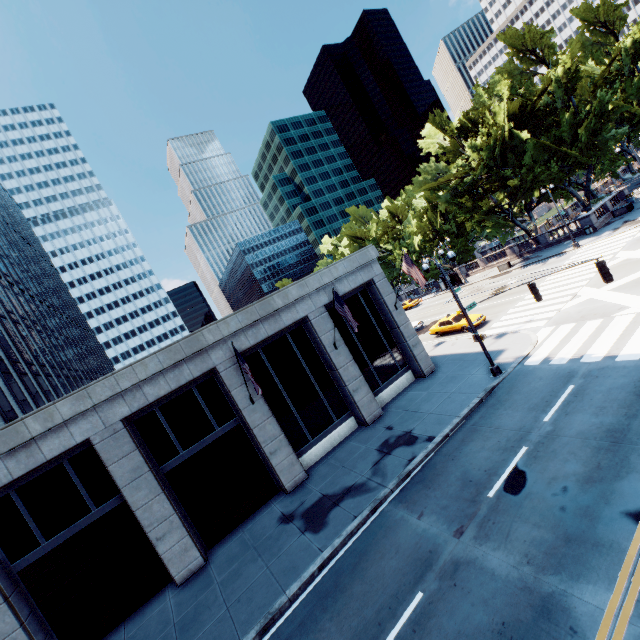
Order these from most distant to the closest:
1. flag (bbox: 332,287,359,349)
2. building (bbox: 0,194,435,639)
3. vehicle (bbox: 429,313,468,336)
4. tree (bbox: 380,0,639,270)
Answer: tree (bbox: 380,0,639,270), vehicle (bbox: 429,313,468,336), flag (bbox: 332,287,359,349), building (bbox: 0,194,435,639)

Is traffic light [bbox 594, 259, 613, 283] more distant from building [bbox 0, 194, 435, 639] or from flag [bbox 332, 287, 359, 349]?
building [bbox 0, 194, 435, 639]

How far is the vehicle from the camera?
27.2m

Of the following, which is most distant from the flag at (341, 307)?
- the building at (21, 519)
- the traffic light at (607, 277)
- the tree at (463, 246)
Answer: the tree at (463, 246)

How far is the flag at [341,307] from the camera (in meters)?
16.55

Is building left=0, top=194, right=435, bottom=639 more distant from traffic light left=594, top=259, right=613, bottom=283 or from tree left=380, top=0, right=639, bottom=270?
tree left=380, top=0, right=639, bottom=270

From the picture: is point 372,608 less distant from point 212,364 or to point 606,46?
point 212,364

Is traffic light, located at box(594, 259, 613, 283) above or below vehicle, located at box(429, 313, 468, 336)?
above
